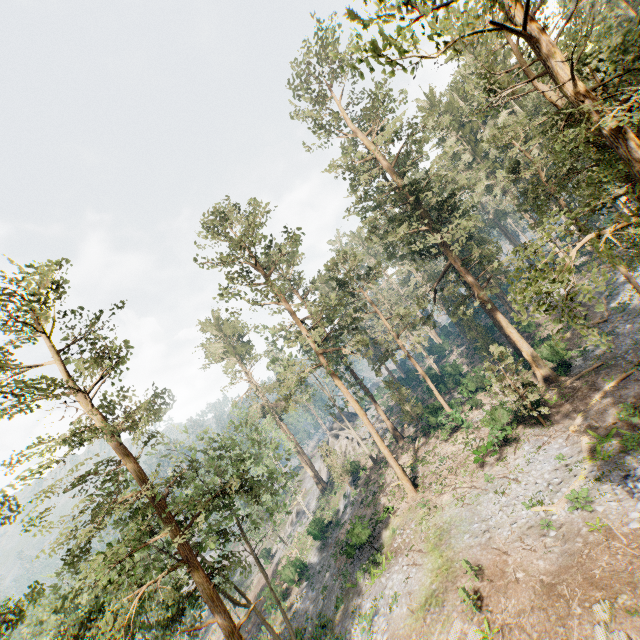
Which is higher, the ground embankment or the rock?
the rock

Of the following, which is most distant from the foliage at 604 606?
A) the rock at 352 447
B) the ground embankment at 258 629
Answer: the ground embankment at 258 629

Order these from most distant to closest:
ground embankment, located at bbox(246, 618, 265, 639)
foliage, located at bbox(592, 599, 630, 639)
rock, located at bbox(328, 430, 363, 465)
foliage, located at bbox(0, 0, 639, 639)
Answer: rock, located at bbox(328, 430, 363, 465) → ground embankment, located at bbox(246, 618, 265, 639) → foliage, located at bbox(592, 599, 630, 639) → foliage, located at bbox(0, 0, 639, 639)

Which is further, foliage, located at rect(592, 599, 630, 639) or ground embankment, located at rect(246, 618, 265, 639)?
ground embankment, located at rect(246, 618, 265, 639)

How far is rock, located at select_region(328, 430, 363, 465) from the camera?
48.6m

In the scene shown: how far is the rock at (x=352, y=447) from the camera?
48.6m

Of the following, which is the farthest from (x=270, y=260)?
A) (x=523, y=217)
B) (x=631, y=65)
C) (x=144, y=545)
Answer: (x=523, y=217)

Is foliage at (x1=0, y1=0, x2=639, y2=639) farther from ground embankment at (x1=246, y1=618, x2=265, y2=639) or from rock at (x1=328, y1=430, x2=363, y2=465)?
ground embankment at (x1=246, y1=618, x2=265, y2=639)
